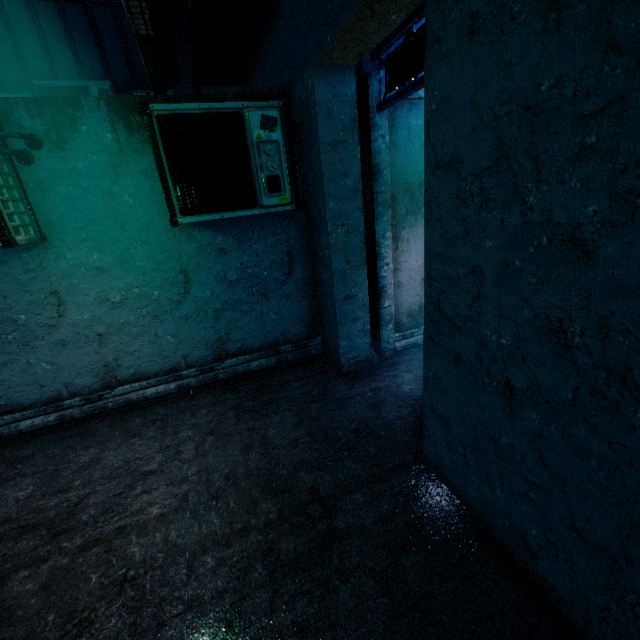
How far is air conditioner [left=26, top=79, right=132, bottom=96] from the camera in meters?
4.8

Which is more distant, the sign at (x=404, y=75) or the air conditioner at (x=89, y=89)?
the air conditioner at (x=89, y=89)

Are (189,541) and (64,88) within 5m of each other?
no

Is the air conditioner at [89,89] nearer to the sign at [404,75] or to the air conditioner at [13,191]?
the air conditioner at [13,191]

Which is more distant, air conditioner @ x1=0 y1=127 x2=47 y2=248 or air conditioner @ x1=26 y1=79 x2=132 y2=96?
air conditioner @ x1=26 y1=79 x2=132 y2=96

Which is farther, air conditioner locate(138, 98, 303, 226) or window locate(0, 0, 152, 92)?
window locate(0, 0, 152, 92)

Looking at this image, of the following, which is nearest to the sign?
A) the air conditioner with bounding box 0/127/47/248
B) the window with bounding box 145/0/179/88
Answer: the window with bounding box 145/0/179/88

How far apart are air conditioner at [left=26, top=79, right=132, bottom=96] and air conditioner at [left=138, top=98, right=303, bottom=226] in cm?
320
